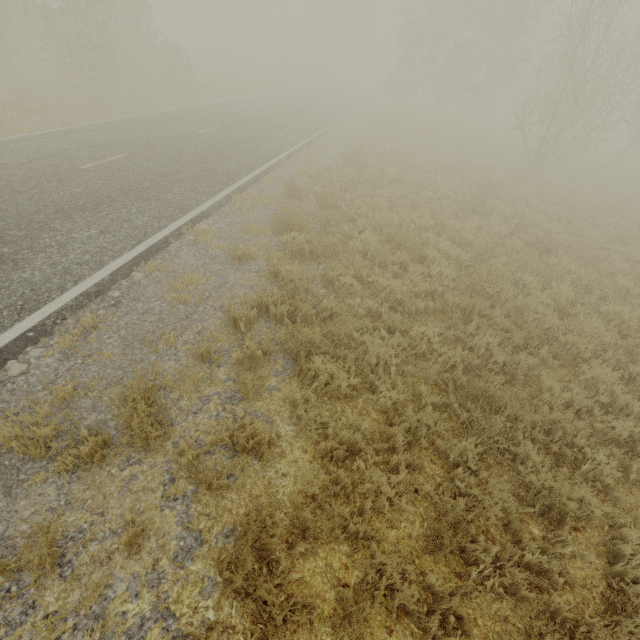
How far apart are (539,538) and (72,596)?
4.5m
